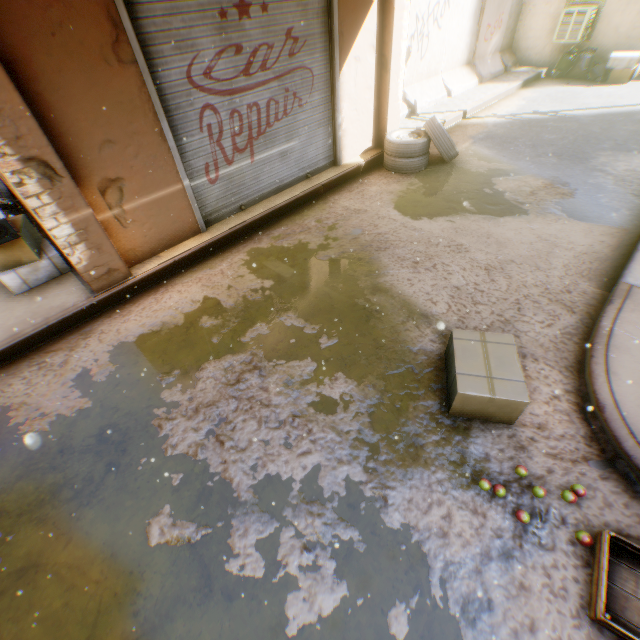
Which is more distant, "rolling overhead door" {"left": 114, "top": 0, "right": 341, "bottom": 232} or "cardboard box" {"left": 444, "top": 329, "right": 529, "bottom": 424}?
"rolling overhead door" {"left": 114, "top": 0, "right": 341, "bottom": 232}

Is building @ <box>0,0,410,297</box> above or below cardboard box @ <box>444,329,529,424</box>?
above

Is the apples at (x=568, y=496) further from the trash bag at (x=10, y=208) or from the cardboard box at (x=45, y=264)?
the trash bag at (x=10, y=208)

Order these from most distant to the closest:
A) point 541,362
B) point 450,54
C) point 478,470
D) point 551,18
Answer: point 551,18
point 450,54
point 541,362
point 478,470

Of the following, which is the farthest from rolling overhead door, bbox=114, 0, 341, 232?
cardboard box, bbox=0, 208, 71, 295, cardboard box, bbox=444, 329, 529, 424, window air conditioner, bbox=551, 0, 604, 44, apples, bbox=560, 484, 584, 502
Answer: window air conditioner, bbox=551, 0, 604, 44

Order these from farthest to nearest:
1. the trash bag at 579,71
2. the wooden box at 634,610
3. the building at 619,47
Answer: the trash bag at 579,71, the building at 619,47, the wooden box at 634,610

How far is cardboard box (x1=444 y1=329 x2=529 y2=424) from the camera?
2.62m

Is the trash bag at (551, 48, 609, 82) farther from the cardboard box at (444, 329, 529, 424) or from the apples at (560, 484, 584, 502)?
the apples at (560, 484, 584, 502)
